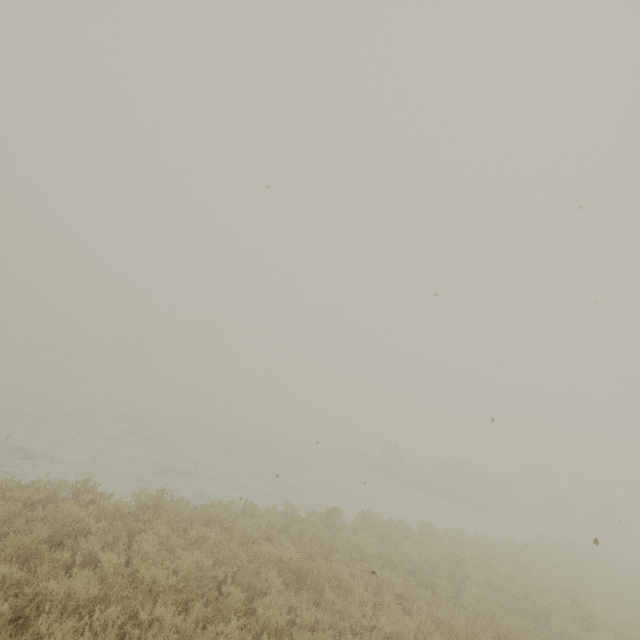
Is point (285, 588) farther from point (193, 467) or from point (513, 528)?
point (513, 528)
